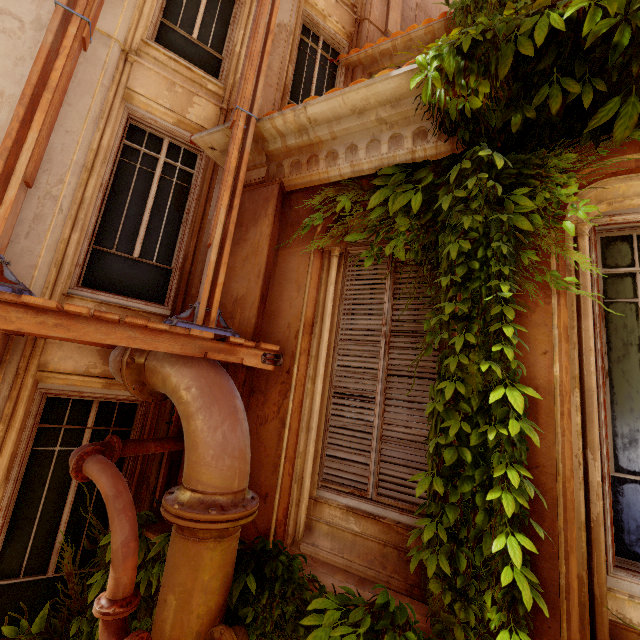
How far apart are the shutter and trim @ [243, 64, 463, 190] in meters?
0.7 m

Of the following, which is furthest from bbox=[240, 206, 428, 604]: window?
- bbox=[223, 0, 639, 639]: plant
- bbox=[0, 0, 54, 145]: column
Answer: bbox=[0, 0, 54, 145]: column

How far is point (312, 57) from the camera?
6.62m

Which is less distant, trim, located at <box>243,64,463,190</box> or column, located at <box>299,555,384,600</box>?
column, located at <box>299,555,384,600</box>

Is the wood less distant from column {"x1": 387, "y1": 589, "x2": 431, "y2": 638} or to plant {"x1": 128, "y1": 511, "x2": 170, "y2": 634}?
column {"x1": 387, "y1": 589, "x2": 431, "y2": 638}

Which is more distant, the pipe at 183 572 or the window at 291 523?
the window at 291 523

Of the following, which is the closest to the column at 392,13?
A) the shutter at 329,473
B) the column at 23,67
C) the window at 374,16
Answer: the window at 374,16

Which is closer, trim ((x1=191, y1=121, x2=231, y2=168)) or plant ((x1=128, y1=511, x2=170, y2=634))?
plant ((x1=128, y1=511, x2=170, y2=634))
